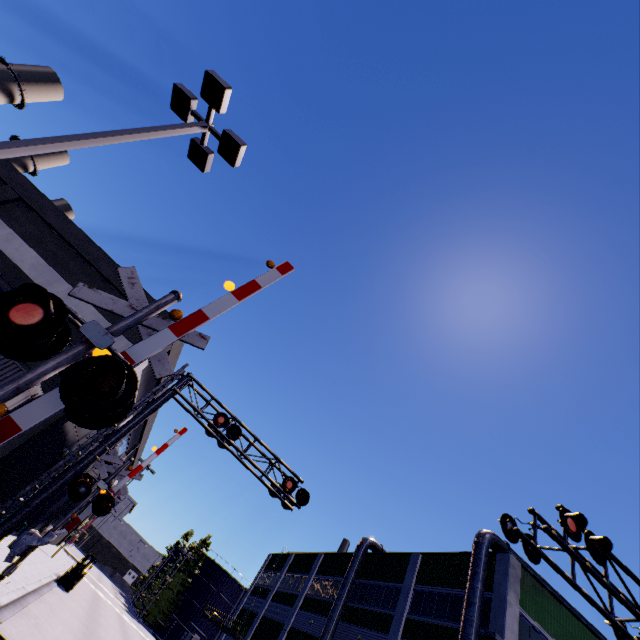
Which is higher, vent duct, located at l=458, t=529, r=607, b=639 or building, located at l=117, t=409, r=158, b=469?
vent duct, located at l=458, t=529, r=607, b=639

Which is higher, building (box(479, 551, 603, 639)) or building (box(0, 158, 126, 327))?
building (box(479, 551, 603, 639))

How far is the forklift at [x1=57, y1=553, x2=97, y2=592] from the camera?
22.95m

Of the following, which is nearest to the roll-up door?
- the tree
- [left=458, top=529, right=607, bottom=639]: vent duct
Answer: the tree

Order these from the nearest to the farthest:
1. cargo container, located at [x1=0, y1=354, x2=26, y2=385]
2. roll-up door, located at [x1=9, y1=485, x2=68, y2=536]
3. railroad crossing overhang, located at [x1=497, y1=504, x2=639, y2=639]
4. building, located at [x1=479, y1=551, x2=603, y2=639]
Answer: railroad crossing overhang, located at [x1=497, y1=504, x2=639, y2=639] < cargo container, located at [x1=0, y1=354, x2=26, y2=385] < building, located at [x1=479, y1=551, x2=603, y2=639] < roll-up door, located at [x1=9, y1=485, x2=68, y2=536]

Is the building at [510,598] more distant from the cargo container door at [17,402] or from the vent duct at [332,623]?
the cargo container door at [17,402]

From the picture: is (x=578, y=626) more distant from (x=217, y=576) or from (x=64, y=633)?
(x=217, y=576)

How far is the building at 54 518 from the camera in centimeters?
2574cm
